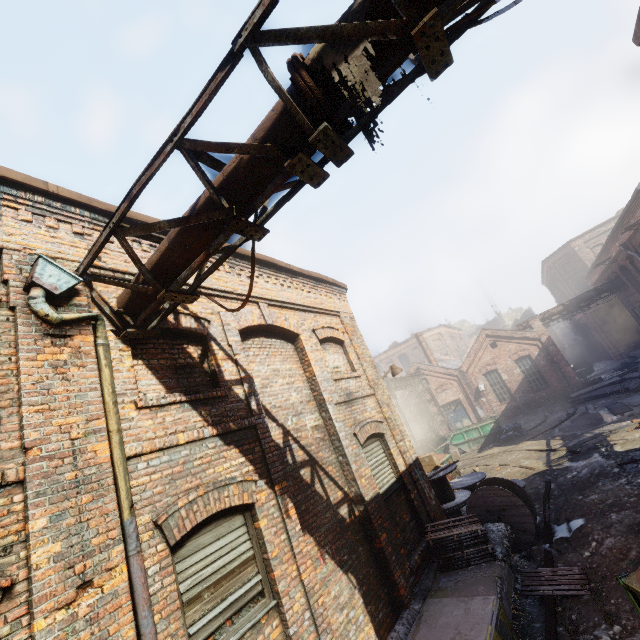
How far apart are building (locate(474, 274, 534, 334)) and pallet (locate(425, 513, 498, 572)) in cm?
5487

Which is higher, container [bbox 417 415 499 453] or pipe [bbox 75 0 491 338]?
pipe [bbox 75 0 491 338]

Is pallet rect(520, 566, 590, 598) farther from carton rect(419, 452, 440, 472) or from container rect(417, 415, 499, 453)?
container rect(417, 415, 499, 453)

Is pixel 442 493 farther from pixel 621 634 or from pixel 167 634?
pixel 167 634

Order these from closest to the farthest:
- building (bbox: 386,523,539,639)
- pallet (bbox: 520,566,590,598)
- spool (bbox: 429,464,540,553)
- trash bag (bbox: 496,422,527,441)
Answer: building (bbox: 386,523,539,639) < pallet (bbox: 520,566,590,598) < spool (bbox: 429,464,540,553) < trash bag (bbox: 496,422,527,441)

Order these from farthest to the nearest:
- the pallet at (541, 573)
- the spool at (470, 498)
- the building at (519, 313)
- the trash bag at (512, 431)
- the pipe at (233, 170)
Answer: the building at (519, 313)
the trash bag at (512, 431)
the spool at (470, 498)
the pallet at (541, 573)
the pipe at (233, 170)

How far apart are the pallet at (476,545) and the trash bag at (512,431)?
14.5m

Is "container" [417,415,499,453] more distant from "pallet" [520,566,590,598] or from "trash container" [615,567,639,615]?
"trash container" [615,567,639,615]
